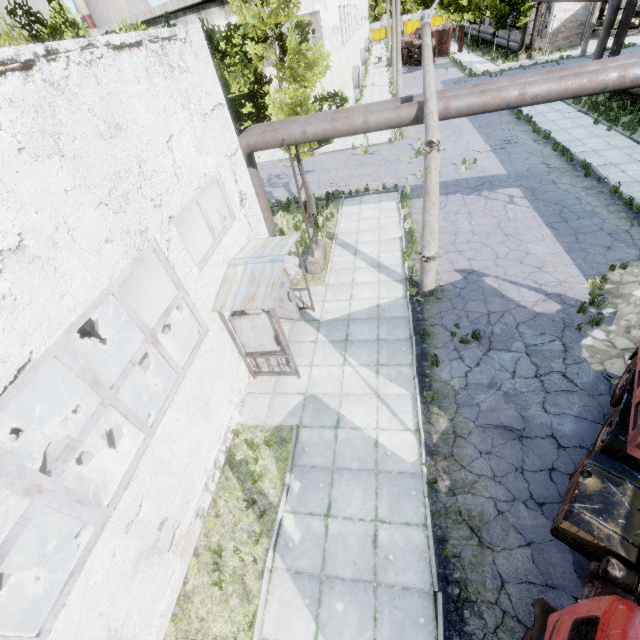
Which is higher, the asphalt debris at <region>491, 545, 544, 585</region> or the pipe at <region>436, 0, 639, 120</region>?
the pipe at <region>436, 0, 639, 120</region>

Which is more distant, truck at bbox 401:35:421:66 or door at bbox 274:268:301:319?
truck at bbox 401:35:421:66

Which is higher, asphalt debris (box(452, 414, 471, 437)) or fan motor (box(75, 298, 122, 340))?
fan motor (box(75, 298, 122, 340))

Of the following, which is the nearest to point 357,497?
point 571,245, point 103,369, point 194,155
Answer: point 194,155

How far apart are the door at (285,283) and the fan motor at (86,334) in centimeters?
654cm

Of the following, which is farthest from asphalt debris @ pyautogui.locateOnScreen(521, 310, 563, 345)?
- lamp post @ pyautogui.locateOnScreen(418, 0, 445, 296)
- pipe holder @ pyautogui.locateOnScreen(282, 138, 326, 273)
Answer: pipe holder @ pyautogui.locateOnScreen(282, 138, 326, 273)

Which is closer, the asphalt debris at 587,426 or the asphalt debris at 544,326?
the asphalt debris at 587,426

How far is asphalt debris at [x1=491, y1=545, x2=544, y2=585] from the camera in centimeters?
552cm
